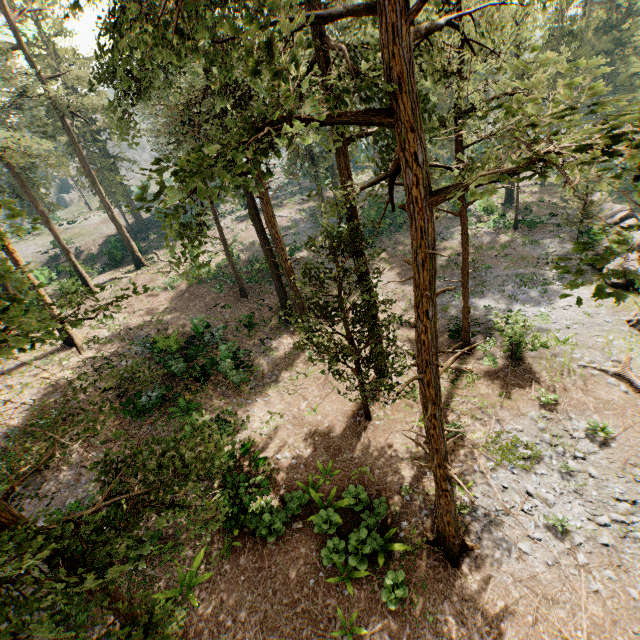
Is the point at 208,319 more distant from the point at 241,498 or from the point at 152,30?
the point at 152,30

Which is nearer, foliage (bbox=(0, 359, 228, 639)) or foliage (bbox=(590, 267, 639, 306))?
foliage (bbox=(590, 267, 639, 306))

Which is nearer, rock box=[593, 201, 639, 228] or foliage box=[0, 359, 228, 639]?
foliage box=[0, 359, 228, 639]

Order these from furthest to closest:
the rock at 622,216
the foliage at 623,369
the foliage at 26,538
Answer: the rock at 622,216
the foliage at 623,369
the foliage at 26,538

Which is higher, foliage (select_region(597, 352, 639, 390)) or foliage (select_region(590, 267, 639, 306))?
foliage (select_region(590, 267, 639, 306))

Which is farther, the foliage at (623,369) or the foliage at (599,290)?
the foliage at (623,369)

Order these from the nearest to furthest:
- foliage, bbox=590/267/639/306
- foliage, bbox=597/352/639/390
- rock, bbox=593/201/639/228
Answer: foliage, bbox=590/267/639/306 → foliage, bbox=597/352/639/390 → rock, bbox=593/201/639/228
